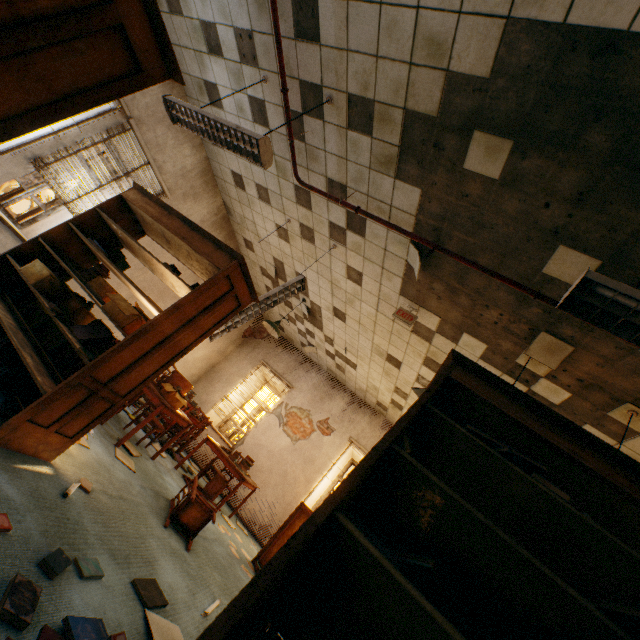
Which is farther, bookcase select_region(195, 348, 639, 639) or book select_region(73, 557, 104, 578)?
book select_region(73, 557, 104, 578)

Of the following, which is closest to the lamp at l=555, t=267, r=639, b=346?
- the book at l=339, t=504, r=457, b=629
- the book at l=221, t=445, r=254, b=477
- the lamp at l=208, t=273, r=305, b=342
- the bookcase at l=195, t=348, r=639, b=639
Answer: the bookcase at l=195, t=348, r=639, b=639

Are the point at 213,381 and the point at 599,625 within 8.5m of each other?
no

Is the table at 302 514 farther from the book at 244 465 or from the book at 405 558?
the book at 405 558

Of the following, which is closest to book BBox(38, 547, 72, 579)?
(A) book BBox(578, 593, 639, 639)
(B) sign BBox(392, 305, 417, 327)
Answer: (A) book BBox(578, 593, 639, 639)

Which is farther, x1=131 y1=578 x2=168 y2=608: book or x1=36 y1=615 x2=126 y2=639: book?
x1=131 y1=578 x2=168 y2=608: book

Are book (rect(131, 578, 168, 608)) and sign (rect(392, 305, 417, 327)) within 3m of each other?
no

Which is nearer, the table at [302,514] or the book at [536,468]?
the book at [536,468]
